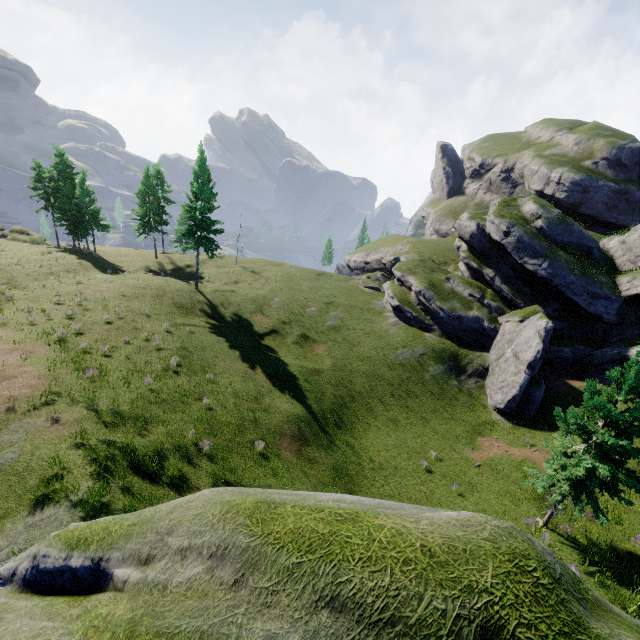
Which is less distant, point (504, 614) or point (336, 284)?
point (504, 614)
